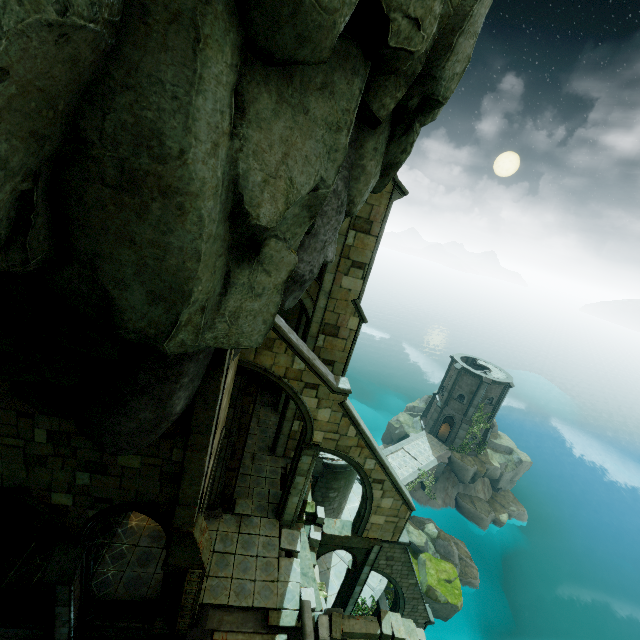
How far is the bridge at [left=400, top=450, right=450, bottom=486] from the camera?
31.5m

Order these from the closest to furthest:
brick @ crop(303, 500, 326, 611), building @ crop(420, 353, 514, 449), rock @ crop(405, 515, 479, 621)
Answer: brick @ crop(303, 500, 326, 611), rock @ crop(405, 515, 479, 621), building @ crop(420, 353, 514, 449)

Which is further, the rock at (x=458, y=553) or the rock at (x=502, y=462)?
the rock at (x=502, y=462)

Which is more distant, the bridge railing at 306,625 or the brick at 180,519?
the bridge railing at 306,625

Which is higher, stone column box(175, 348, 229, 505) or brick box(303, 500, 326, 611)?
stone column box(175, 348, 229, 505)

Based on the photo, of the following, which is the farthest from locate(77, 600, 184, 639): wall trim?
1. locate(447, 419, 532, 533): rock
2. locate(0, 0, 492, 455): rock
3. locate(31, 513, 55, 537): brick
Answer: locate(447, 419, 532, 533): rock

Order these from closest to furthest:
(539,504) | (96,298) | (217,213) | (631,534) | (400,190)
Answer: (217,213) < (96,298) < (400,190) < (631,534) < (539,504)

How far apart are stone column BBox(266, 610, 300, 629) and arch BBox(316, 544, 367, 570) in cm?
390
